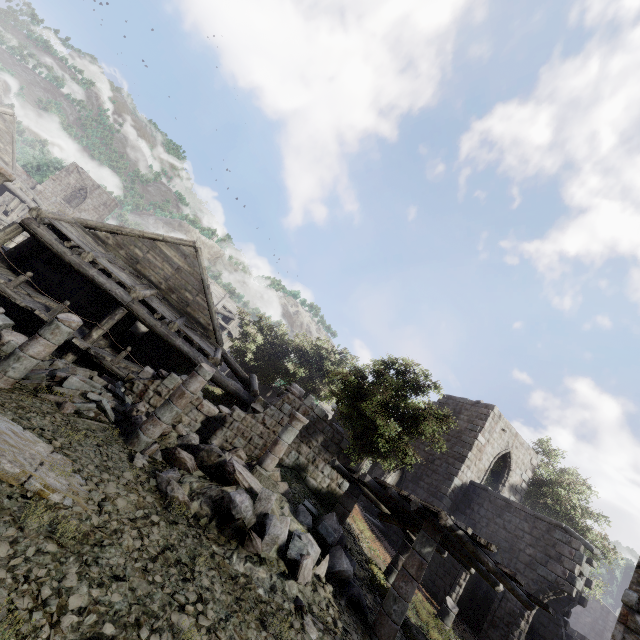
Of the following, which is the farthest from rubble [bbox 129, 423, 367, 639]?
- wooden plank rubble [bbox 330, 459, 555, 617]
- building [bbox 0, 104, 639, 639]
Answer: wooden plank rubble [bbox 330, 459, 555, 617]

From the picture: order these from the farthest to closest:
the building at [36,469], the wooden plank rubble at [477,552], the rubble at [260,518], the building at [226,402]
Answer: the building at [226,402] → the wooden plank rubble at [477,552] → the rubble at [260,518] → the building at [36,469]

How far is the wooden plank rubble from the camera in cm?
809

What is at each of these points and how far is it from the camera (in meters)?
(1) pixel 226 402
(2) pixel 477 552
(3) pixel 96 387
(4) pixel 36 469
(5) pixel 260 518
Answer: (1) building, 18.47
(2) wooden plank rubble, 8.38
(3) rubble, 9.71
(4) building, 5.68
(5) rubble, 7.90

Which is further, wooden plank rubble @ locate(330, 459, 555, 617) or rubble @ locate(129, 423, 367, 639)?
wooden plank rubble @ locate(330, 459, 555, 617)

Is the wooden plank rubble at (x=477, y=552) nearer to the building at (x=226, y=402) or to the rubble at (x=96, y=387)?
the building at (x=226, y=402)

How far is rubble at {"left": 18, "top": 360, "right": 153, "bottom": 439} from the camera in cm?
841

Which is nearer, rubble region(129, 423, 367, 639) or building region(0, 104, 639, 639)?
rubble region(129, 423, 367, 639)
